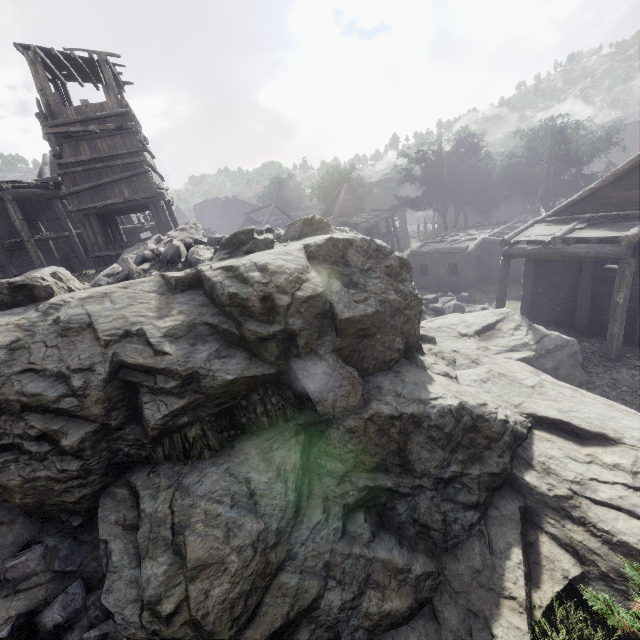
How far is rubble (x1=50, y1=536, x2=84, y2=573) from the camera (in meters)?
6.08

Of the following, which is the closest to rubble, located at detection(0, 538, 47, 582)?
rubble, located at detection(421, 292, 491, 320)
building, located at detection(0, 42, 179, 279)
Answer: building, located at detection(0, 42, 179, 279)

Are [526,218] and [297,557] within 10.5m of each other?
no

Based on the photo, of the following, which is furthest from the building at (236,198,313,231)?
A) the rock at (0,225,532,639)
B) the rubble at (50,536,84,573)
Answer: the rubble at (50,536,84,573)

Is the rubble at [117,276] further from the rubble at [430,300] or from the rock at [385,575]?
the rubble at [430,300]

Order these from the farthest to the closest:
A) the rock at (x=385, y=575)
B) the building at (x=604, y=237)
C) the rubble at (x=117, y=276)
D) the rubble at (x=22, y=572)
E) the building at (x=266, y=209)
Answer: the building at (x=266, y=209)
the building at (x=604, y=237)
the rubble at (x=117, y=276)
the rubble at (x=22, y=572)
the rock at (x=385, y=575)

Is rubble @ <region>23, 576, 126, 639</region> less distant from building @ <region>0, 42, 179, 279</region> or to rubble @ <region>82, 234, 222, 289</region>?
building @ <region>0, 42, 179, 279</region>

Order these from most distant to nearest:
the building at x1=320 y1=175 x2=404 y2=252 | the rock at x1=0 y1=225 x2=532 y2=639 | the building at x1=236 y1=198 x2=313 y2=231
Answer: the building at x1=236 y1=198 x2=313 y2=231 < the building at x1=320 y1=175 x2=404 y2=252 < the rock at x1=0 y1=225 x2=532 y2=639
